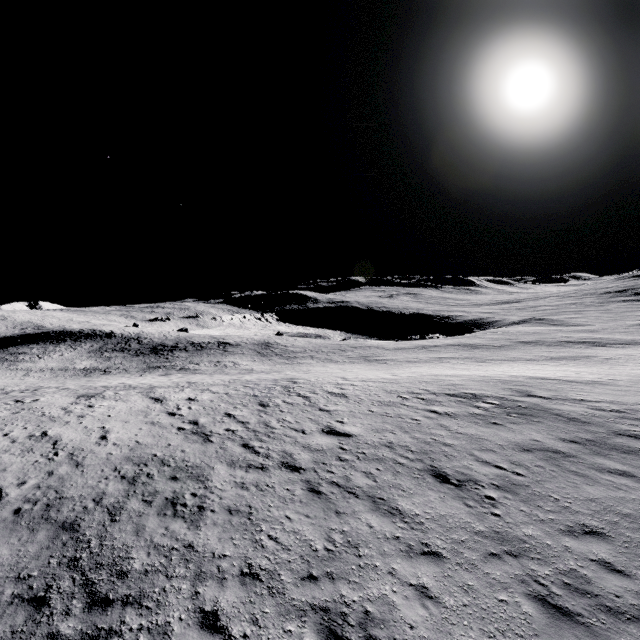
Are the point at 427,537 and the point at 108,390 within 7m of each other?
no
